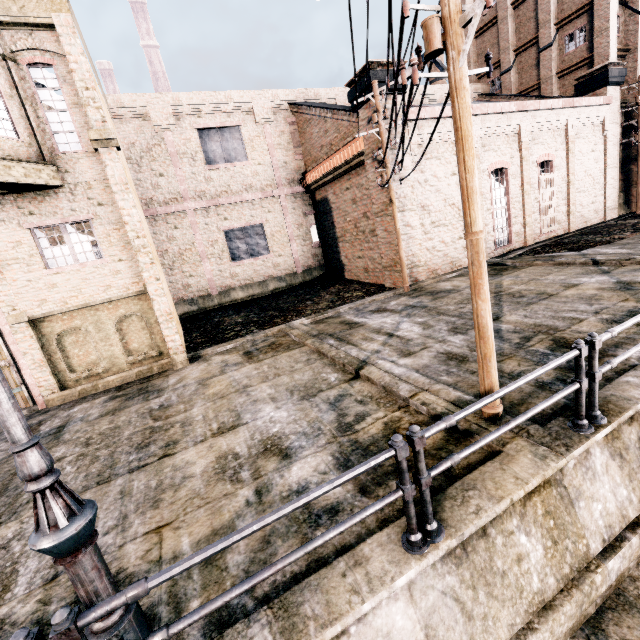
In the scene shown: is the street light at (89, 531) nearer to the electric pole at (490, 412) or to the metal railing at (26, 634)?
the metal railing at (26, 634)

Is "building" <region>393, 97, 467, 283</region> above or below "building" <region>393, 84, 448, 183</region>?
below

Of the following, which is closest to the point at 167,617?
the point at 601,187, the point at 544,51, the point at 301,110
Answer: the point at 301,110

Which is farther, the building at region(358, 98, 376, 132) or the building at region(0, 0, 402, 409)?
the building at region(358, 98, 376, 132)

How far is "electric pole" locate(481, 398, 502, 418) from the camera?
4.89m

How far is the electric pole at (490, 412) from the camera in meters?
4.9 m

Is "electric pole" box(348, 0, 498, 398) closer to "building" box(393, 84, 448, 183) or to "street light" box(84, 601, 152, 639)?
"building" box(393, 84, 448, 183)

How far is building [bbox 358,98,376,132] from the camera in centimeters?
1509cm
